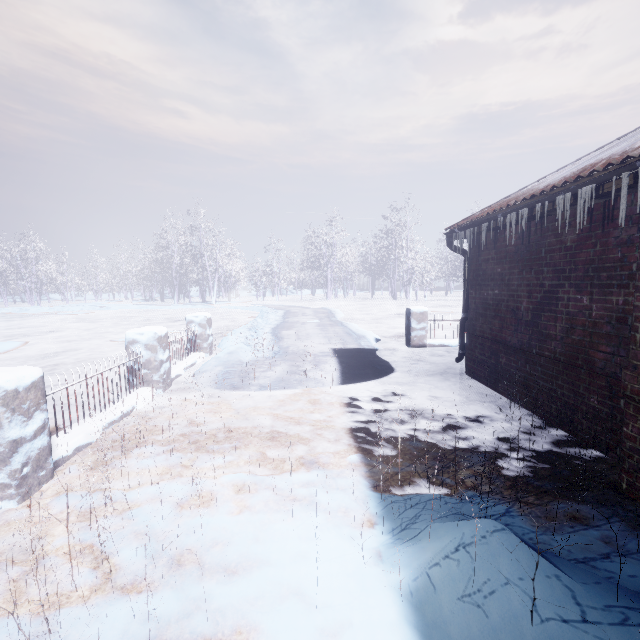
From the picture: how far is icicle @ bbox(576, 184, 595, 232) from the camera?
2.4m

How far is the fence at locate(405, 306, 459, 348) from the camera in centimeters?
730cm

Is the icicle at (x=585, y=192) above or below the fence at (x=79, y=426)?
above

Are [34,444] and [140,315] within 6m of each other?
no

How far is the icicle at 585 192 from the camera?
2.4 meters

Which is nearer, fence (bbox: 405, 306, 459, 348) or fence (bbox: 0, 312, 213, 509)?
fence (bbox: 0, 312, 213, 509)

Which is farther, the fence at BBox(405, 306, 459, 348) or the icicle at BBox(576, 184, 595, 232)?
the fence at BBox(405, 306, 459, 348)

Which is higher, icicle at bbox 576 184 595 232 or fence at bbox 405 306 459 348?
icicle at bbox 576 184 595 232
